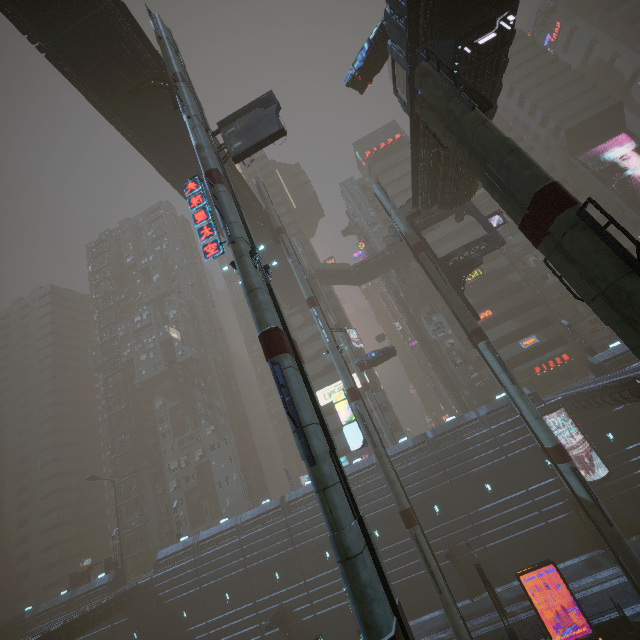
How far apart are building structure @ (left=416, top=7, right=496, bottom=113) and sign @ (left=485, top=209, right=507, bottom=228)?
16.33m

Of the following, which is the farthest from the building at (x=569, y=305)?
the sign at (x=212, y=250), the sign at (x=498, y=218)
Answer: the sign at (x=212, y=250)

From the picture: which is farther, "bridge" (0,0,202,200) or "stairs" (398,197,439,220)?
"stairs" (398,197,439,220)

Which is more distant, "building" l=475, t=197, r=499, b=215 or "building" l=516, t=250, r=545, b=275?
"building" l=475, t=197, r=499, b=215

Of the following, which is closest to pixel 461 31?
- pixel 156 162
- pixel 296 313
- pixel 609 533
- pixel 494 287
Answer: pixel 156 162

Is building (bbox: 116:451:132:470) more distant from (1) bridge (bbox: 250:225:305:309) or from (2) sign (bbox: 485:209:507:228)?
(2) sign (bbox: 485:209:507:228)

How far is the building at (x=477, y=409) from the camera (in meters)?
34.16

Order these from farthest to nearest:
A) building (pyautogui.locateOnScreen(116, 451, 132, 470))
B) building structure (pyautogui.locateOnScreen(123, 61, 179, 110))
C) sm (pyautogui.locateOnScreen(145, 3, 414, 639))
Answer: building (pyautogui.locateOnScreen(116, 451, 132, 470)) → building structure (pyautogui.locateOnScreen(123, 61, 179, 110)) → sm (pyautogui.locateOnScreen(145, 3, 414, 639))
